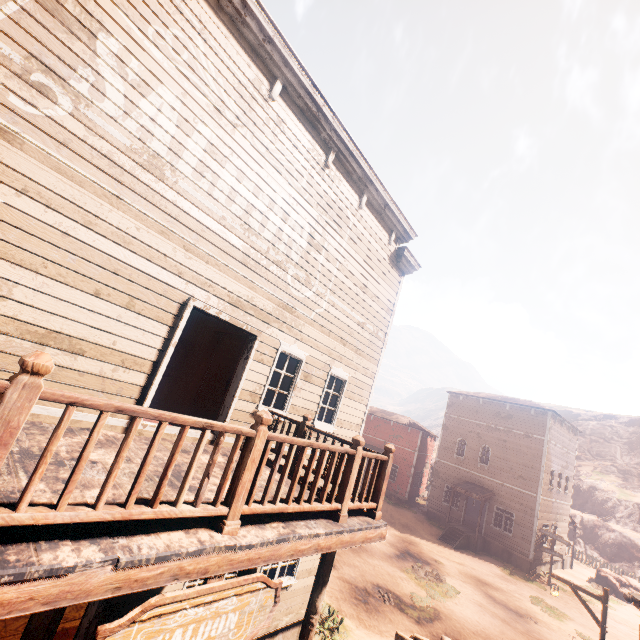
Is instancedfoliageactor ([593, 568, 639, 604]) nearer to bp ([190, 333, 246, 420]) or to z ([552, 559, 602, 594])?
z ([552, 559, 602, 594])

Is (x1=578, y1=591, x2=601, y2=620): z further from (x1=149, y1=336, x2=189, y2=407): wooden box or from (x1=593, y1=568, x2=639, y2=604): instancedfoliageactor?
(x1=149, y1=336, x2=189, y2=407): wooden box

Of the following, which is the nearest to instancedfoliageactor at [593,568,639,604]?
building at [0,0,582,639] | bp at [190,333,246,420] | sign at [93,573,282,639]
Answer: building at [0,0,582,639]

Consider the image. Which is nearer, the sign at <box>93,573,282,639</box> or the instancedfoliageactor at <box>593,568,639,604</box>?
the sign at <box>93,573,282,639</box>

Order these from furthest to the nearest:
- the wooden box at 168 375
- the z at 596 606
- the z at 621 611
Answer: the z at 596 606 → the z at 621 611 → the wooden box at 168 375

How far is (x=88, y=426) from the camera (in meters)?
4.75

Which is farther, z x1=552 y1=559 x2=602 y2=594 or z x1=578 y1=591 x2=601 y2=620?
z x1=552 y1=559 x2=602 y2=594

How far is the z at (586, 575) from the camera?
23.0 meters
